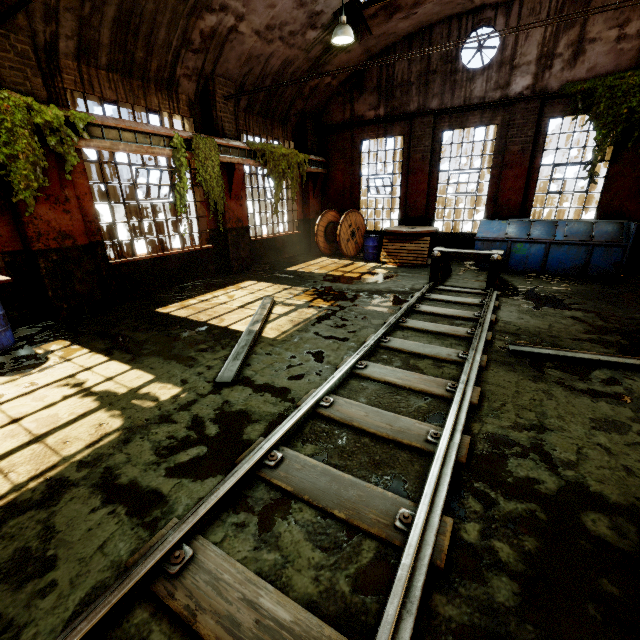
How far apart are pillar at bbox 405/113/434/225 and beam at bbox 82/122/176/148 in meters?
8.2

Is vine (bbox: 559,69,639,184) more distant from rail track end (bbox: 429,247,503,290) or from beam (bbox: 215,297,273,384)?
beam (bbox: 215,297,273,384)

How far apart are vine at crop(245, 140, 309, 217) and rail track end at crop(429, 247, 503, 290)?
5.7 meters

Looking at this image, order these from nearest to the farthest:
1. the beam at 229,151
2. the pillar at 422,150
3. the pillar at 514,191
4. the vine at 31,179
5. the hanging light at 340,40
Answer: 1. the vine at 31,179
2. the hanging light at 340,40
3. the beam at 229,151
4. the pillar at 514,191
5. the pillar at 422,150

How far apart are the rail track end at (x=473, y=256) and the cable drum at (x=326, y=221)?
4.3 meters

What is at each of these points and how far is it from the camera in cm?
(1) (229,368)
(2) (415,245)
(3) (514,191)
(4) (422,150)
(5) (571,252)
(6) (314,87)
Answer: (1) beam, 455
(2) wooden pallet, 1122
(3) pillar, 1076
(4) pillar, 1175
(5) dumpster, 907
(6) building, 1191

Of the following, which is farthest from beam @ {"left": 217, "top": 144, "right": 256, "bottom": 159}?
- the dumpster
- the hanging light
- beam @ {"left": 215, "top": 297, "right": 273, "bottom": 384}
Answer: the dumpster

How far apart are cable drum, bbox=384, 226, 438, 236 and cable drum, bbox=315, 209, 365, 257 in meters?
1.7 m
